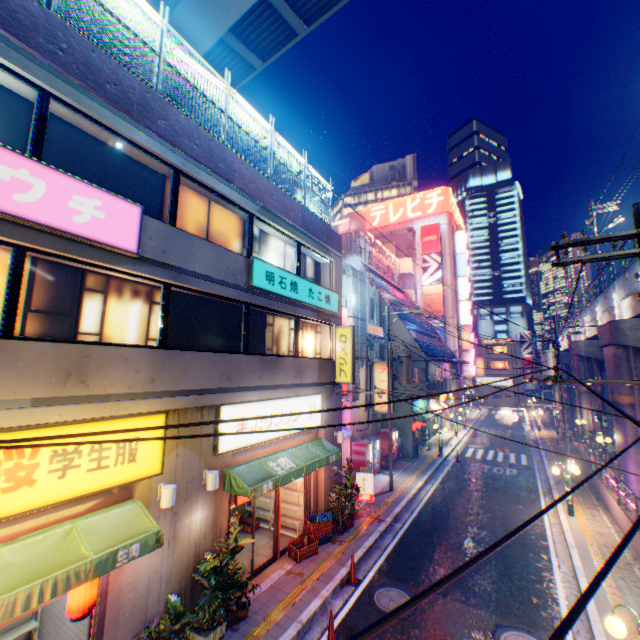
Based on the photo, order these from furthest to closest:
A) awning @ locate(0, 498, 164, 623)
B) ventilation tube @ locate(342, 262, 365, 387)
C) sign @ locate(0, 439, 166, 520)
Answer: ventilation tube @ locate(342, 262, 365, 387) → sign @ locate(0, 439, 166, 520) → awning @ locate(0, 498, 164, 623)

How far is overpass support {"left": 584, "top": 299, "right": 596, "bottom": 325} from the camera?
24.5 meters

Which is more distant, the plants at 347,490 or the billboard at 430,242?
the billboard at 430,242

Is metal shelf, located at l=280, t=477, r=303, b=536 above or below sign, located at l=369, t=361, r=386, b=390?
below

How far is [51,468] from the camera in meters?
5.6 m

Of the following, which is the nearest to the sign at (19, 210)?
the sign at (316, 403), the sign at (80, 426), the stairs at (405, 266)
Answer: the sign at (80, 426)

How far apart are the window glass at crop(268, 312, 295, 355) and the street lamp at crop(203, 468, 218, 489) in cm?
408

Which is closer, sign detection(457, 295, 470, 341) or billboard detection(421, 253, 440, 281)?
sign detection(457, 295, 470, 341)
